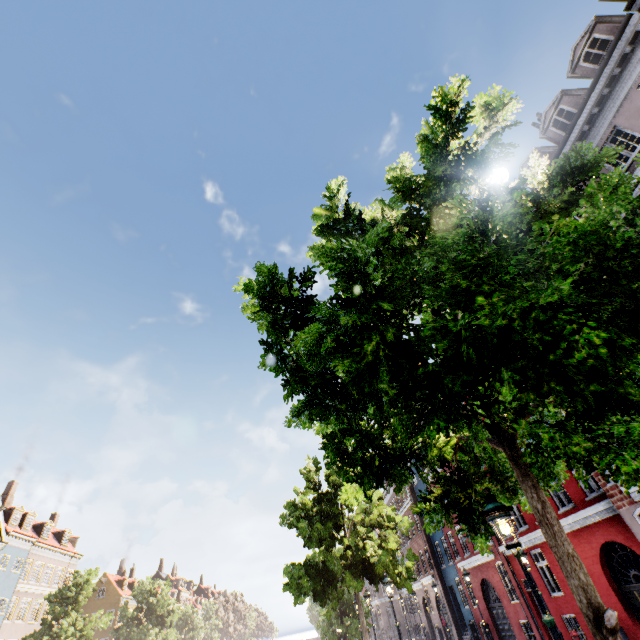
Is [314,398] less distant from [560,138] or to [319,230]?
[319,230]

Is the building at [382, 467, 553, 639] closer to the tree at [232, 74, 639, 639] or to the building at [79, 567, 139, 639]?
the tree at [232, 74, 639, 639]

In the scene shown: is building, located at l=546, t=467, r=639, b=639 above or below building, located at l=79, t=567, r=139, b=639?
below

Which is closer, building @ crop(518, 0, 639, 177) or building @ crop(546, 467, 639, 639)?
building @ crop(518, 0, 639, 177)

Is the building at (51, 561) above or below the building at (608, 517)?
above

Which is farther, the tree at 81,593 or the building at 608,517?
the tree at 81,593
